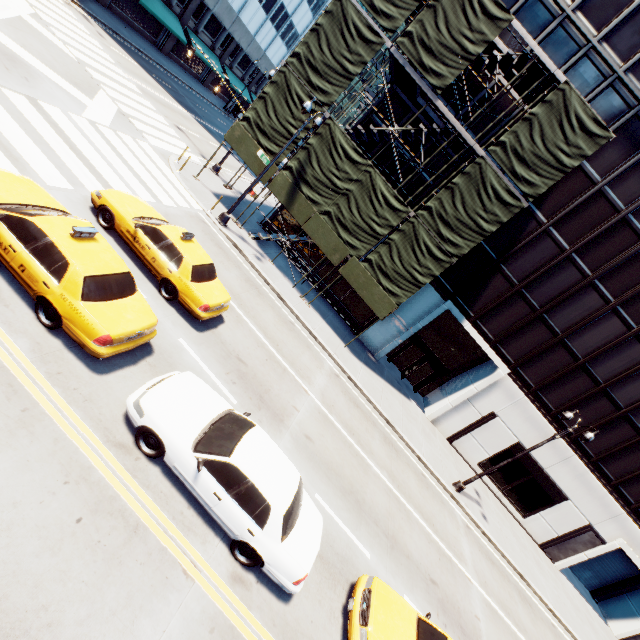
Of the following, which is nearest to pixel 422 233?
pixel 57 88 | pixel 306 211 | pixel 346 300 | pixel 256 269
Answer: pixel 306 211

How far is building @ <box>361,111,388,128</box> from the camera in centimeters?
1922cm

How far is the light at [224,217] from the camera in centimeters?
1527cm

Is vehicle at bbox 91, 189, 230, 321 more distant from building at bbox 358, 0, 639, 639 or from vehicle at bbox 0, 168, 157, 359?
building at bbox 358, 0, 639, 639

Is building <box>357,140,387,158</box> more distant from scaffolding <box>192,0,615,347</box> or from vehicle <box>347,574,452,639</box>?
vehicle <box>347,574,452,639</box>

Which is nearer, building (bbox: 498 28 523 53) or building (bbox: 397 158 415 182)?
building (bbox: 498 28 523 53)

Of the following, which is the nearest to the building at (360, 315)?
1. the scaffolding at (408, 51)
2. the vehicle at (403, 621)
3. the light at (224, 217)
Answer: the scaffolding at (408, 51)
